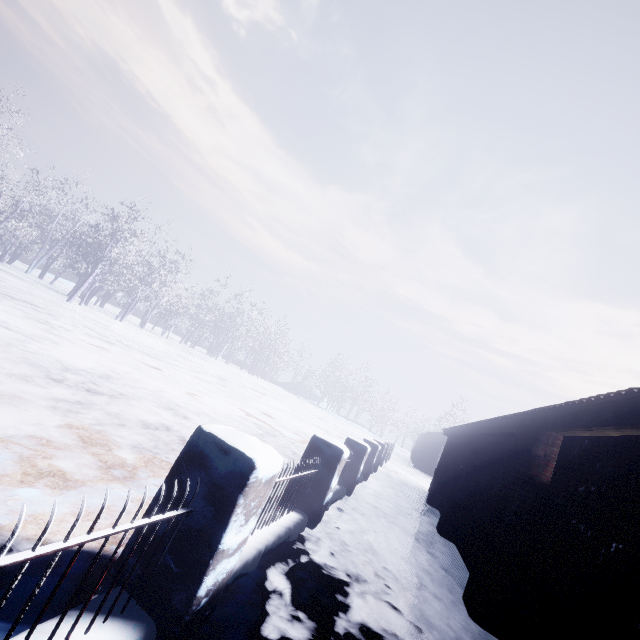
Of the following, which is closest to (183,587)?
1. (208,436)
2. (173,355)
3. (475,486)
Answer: (208,436)
